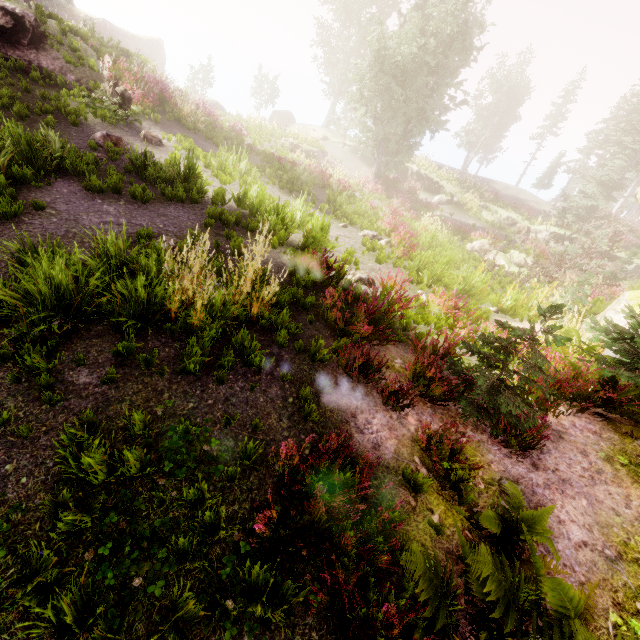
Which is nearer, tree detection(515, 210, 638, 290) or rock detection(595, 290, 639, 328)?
rock detection(595, 290, 639, 328)

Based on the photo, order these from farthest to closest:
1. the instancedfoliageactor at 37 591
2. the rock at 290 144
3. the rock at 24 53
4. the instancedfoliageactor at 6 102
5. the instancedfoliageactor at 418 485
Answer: the rock at 290 144
the rock at 24 53
the instancedfoliageactor at 6 102
the instancedfoliageactor at 418 485
the instancedfoliageactor at 37 591

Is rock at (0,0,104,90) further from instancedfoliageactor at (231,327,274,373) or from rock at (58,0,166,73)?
rock at (58,0,166,73)

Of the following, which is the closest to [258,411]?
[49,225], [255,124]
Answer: [49,225]

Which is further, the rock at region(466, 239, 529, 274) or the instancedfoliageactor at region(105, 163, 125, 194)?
the rock at region(466, 239, 529, 274)

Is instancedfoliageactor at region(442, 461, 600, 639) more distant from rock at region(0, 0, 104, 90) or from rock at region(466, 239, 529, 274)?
rock at region(466, 239, 529, 274)

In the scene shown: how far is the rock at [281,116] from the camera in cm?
4012

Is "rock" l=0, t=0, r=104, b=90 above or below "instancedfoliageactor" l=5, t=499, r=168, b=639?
above
